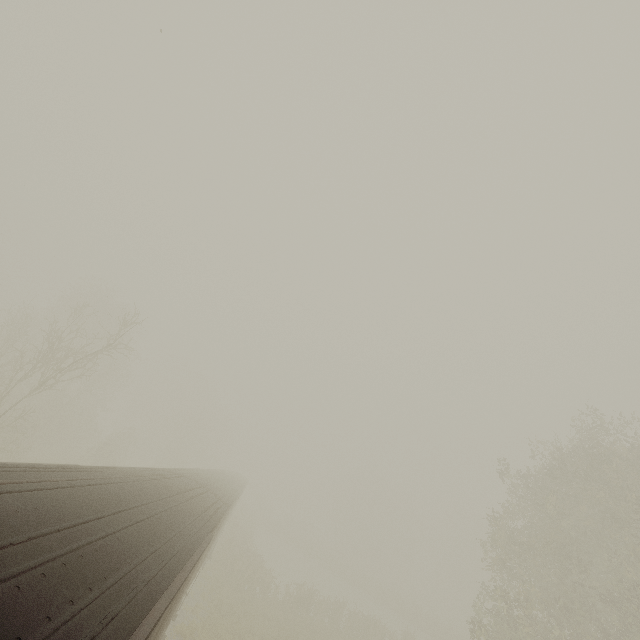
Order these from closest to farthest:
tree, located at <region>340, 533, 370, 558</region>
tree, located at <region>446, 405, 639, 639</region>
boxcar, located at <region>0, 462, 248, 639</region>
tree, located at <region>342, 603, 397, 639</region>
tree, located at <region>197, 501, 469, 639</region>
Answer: boxcar, located at <region>0, 462, 248, 639</region> < tree, located at <region>446, 405, 639, 639</region> < tree, located at <region>197, 501, 469, 639</region> < tree, located at <region>342, 603, 397, 639</region> < tree, located at <region>340, 533, 370, 558</region>

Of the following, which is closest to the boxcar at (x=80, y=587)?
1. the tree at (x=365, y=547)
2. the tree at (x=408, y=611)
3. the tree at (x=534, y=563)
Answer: the tree at (x=408, y=611)

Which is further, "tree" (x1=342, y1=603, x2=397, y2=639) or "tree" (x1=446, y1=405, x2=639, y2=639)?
"tree" (x1=342, y1=603, x2=397, y2=639)

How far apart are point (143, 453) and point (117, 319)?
24.11m

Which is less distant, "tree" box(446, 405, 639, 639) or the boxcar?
the boxcar

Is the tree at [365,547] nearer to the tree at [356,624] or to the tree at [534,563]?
the tree at [356,624]

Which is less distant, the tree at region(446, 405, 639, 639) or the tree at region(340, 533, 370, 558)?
the tree at region(446, 405, 639, 639)

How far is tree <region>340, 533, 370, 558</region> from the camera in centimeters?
5820cm
